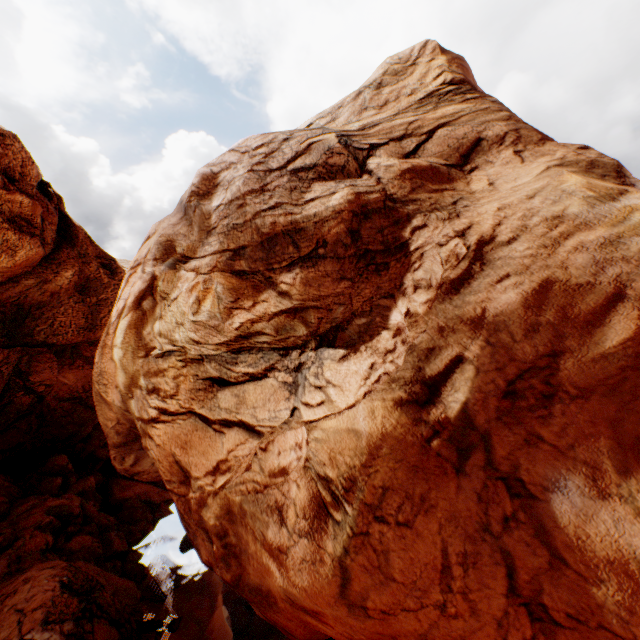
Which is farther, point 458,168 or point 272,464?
point 458,168
